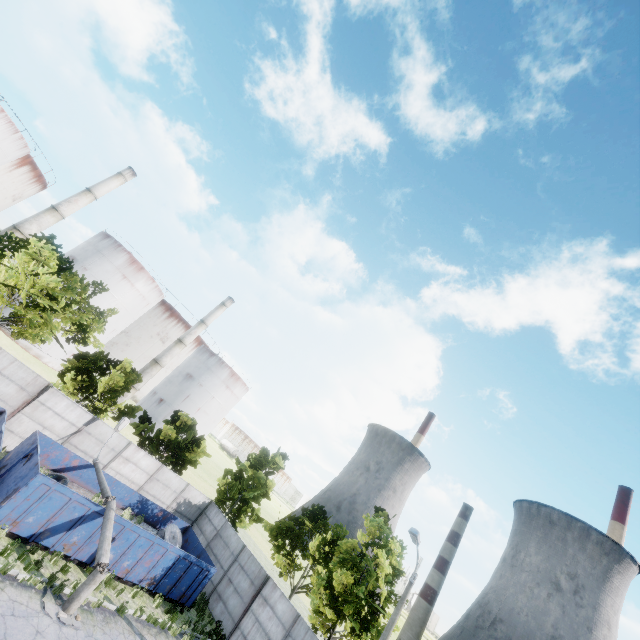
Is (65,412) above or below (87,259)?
below

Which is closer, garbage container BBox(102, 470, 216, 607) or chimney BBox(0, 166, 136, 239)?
garbage container BBox(102, 470, 216, 607)

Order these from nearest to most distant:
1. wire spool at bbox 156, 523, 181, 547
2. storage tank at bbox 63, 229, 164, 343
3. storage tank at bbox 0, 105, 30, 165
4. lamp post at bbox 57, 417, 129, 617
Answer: lamp post at bbox 57, 417, 129, 617, wire spool at bbox 156, 523, 181, 547, storage tank at bbox 0, 105, 30, 165, storage tank at bbox 63, 229, 164, 343

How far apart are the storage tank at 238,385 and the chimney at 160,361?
5.8m

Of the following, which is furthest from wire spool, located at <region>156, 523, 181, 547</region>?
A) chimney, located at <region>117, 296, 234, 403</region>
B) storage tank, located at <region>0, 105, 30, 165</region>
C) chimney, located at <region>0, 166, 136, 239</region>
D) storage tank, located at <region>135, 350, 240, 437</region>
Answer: storage tank, located at <region>0, 105, 30, 165</region>

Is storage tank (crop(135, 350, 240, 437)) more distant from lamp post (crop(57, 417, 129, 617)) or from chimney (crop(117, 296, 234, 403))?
lamp post (crop(57, 417, 129, 617))

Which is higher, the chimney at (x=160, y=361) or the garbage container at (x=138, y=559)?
the chimney at (x=160, y=361)

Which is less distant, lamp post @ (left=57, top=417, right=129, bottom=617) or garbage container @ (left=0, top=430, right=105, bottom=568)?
lamp post @ (left=57, top=417, right=129, bottom=617)
